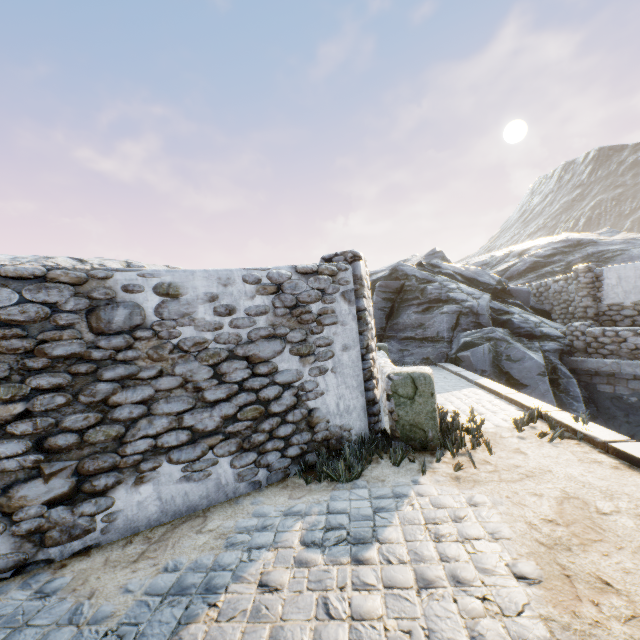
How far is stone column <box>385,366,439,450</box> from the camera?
4.8 meters

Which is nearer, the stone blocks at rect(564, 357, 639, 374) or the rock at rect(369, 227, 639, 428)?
the stone blocks at rect(564, 357, 639, 374)

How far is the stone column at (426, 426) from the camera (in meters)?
4.82

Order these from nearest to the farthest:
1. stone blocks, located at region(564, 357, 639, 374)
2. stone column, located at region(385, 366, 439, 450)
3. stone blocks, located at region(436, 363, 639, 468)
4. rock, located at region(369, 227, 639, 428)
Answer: stone blocks, located at region(436, 363, 639, 468) < stone column, located at region(385, 366, 439, 450) < stone blocks, located at region(564, 357, 639, 374) < rock, located at region(369, 227, 639, 428)

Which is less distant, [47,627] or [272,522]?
[47,627]

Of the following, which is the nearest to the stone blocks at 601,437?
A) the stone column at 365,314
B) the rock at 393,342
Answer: the rock at 393,342

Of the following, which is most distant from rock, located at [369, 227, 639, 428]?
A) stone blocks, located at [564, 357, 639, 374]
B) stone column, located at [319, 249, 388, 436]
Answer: stone column, located at [319, 249, 388, 436]
